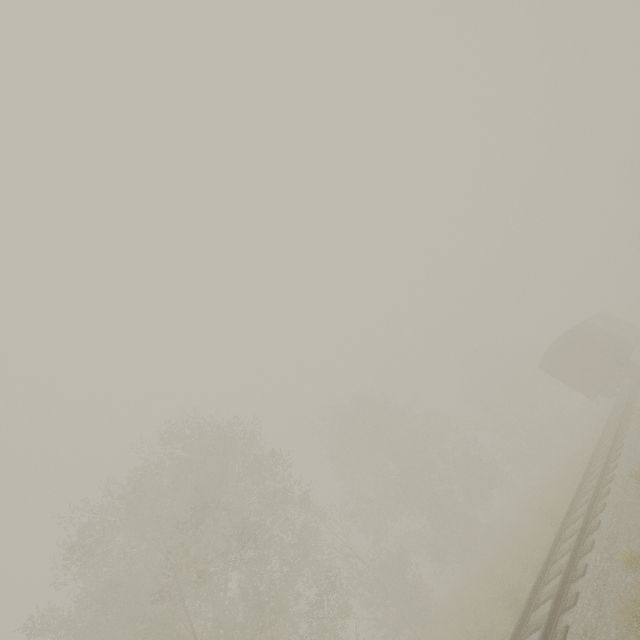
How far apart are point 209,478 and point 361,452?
20.08m
